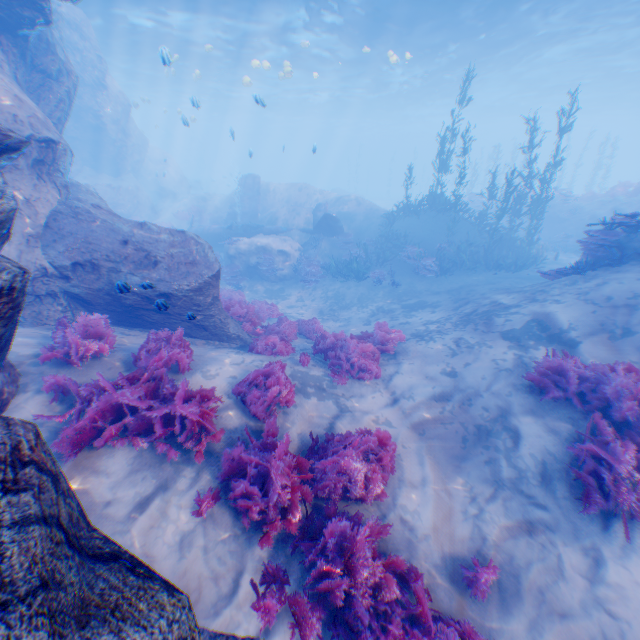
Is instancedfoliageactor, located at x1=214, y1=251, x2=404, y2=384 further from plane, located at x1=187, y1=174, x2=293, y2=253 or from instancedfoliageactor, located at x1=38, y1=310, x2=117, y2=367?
plane, located at x1=187, y1=174, x2=293, y2=253

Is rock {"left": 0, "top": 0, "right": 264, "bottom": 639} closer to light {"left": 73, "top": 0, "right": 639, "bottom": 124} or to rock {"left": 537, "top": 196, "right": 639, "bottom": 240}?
light {"left": 73, "top": 0, "right": 639, "bottom": 124}

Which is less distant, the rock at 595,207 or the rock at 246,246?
the rock at 246,246

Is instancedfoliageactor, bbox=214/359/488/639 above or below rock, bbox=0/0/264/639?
below

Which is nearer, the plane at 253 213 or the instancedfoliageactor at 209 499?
the instancedfoliageactor at 209 499

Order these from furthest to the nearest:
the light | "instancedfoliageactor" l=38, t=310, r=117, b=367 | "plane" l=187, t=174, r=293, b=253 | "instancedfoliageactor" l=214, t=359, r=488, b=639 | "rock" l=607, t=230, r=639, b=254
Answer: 1. "plane" l=187, t=174, r=293, b=253
2. the light
3. "rock" l=607, t=230, r=639, b=254
4. "instancedfoliageactor" l=38, t=310, r=117, b=367
5. "instancedfoliageactor" l=214, t=359, r=488, b=639

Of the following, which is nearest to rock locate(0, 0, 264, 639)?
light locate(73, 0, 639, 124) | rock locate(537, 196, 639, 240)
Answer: light locate(73, 0, 639, 124)

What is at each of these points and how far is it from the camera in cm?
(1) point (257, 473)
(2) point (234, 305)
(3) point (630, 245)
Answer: (1) instancedfoliageactor, 444
(2) instancedfoliageactor, 1034
(3) rock, 910
